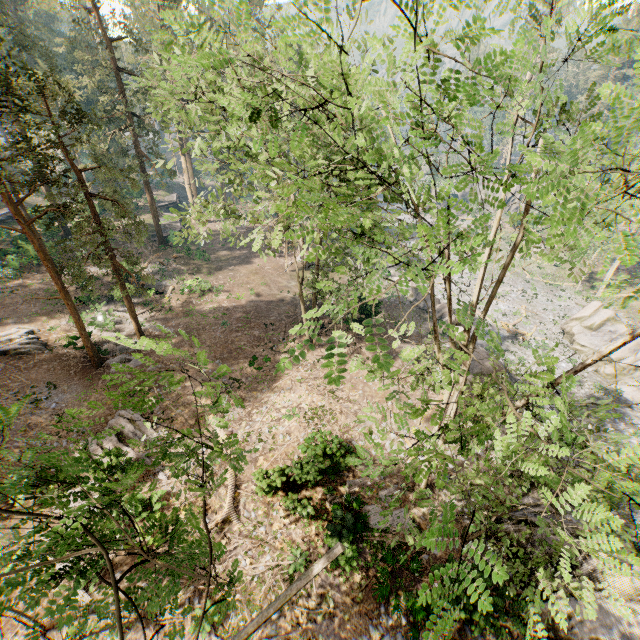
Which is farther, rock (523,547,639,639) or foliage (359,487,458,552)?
rock (523,547,639,639)

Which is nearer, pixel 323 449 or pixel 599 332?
pixel 323 449

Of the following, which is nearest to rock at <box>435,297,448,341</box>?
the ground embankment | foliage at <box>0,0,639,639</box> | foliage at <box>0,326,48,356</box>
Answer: foliage at <box>0,0,639,639</box>

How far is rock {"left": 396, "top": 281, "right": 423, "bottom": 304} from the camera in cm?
3209

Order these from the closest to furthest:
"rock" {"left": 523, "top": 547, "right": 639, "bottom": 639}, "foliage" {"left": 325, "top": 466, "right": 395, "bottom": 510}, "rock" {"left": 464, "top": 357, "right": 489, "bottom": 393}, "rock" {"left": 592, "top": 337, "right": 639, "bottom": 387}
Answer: "foliage" {"left": 325, "top": 466, "right": 395, "bottom": 510} < "rock" {"left": 523, "top": 547, "right": 639, "bottom": 639} < "rock" {"left": 464, "top": 357, "right": 489, "bottom": 393} < "rock" {"left": 592, "top": 337, "right": 639, "bottom": 387}

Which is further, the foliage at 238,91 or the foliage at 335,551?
the foliage at 238,91

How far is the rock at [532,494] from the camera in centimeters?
1562cm

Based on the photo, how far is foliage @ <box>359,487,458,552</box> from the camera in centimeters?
338cm
